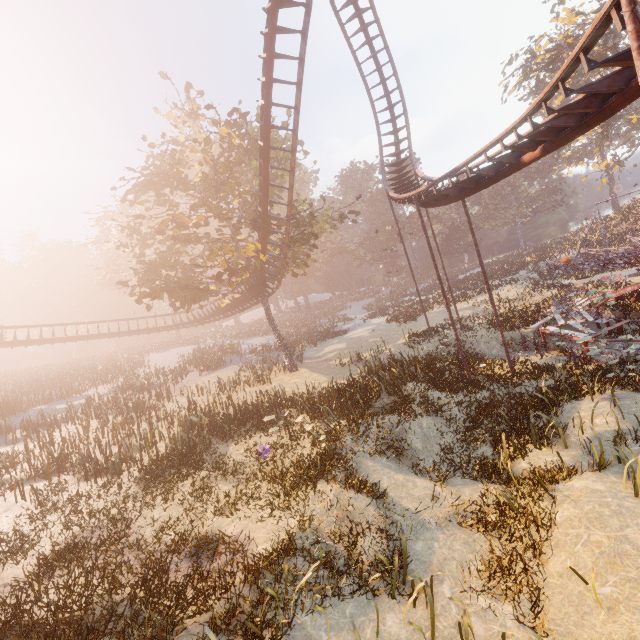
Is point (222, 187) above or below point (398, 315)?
above

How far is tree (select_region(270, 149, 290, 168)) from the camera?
21.8m

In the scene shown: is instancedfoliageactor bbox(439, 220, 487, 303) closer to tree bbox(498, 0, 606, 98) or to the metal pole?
tree bbox(498, 0, 606, 98)

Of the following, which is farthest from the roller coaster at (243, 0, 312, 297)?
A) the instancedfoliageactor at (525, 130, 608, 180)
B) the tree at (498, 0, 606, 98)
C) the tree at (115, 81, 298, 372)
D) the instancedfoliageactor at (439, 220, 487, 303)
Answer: the instancedfoliageactor at (525, 130, 608, 180)

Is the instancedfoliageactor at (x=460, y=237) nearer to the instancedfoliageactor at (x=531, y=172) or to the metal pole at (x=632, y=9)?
the instancedfoliageactor at (x=531, y=172)

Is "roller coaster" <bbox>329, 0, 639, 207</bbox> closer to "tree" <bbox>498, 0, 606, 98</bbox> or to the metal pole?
the metal pole

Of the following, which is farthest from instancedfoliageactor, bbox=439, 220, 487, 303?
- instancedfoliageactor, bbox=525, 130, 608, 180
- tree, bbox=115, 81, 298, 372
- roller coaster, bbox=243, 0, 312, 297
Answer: instancedfoliageactor, bbox=525, 130, 608, 180

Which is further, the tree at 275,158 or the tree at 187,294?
the tree at 275,158
